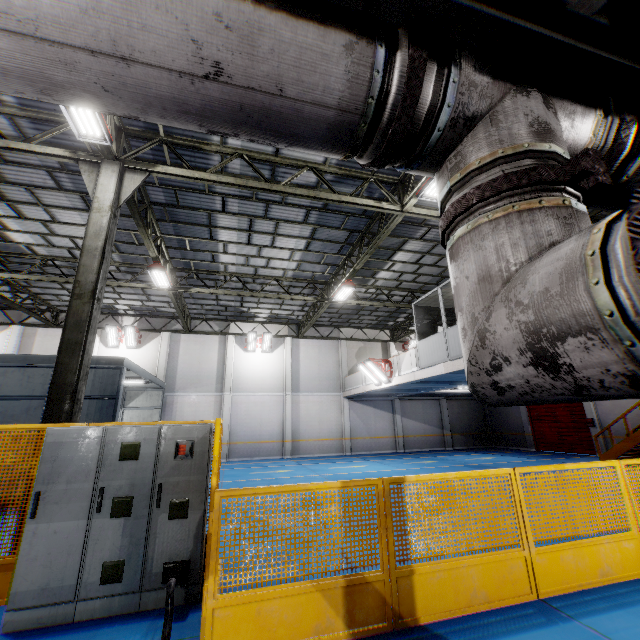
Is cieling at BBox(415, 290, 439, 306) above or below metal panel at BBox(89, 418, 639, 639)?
above

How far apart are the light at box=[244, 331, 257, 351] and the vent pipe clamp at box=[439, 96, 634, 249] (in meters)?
20.45

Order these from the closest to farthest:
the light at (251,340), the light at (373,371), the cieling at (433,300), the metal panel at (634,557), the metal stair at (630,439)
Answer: the metal panel at (634,557) → the cieling at (433,300) → the metal stair at (630,439) → the light at (373,371) → the light at (251,340)

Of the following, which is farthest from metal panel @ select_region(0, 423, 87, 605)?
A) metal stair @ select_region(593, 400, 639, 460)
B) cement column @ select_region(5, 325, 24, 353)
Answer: cement column @ select_region(5, 325, 24, 353)

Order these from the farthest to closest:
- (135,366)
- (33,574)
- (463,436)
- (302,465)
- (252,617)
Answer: (463,436) → (302,465) → (135,366) → (33,574) → (252,617)

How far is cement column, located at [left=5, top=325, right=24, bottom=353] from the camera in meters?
18.4

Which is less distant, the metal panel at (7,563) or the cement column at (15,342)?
the metal panel at (7,563)

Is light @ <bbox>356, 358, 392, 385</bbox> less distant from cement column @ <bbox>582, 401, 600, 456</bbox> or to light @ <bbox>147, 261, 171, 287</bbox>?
light @ <bbox>147, 261, 171, 287</bbox>
